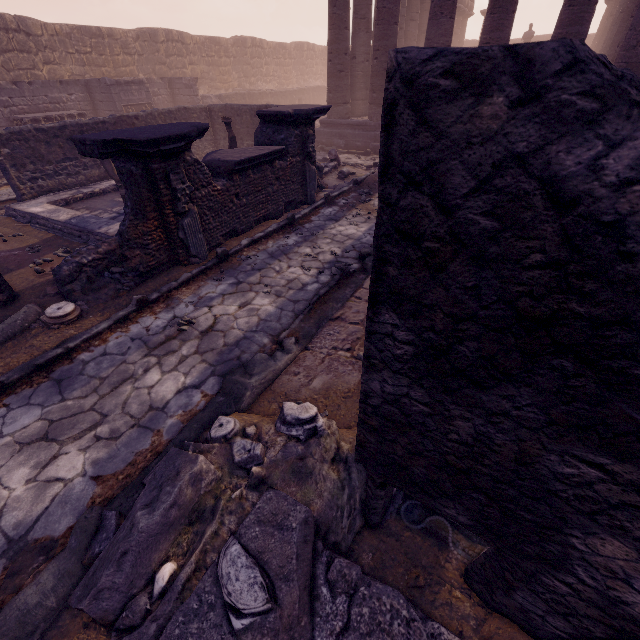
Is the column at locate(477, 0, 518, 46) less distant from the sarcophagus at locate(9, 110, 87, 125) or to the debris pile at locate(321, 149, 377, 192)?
the debris pile at locate(321, 149, 377, 192)

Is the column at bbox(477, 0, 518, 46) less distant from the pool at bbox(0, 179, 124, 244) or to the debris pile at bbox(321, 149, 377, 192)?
the debris pile at bbox(321, 149, 377, 192)

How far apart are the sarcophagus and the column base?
12.11m

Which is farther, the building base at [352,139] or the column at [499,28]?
the building base at [352,139]

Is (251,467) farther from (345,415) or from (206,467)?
(345,415)

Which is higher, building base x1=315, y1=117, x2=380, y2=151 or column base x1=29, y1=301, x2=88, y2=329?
building base x1=315, y1=117, x2=380, y2=151

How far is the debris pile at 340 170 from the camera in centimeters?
994cm

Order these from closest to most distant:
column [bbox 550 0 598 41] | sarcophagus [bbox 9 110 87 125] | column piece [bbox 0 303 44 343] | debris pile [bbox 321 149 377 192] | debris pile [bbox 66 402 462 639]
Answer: debris pile [bbox 66 402 462 639], column piece [bbox 0 303 44 343], column [bbox 550 0 598 41], debris pile [bbox 321 149 377 192], sarcophagus [bbox 9 110 87 125]
